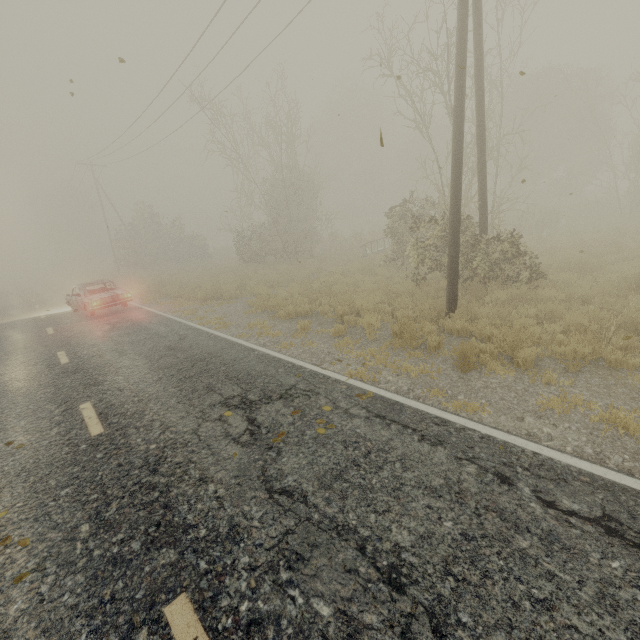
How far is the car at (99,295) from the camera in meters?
13.9 m

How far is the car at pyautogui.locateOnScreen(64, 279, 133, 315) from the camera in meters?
13.9 m

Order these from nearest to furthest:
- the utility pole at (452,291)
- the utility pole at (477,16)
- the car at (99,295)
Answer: the utility pole at (452,291) → the utility pole at (477,16) → the car at (99,295)

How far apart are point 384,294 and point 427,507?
8.3m

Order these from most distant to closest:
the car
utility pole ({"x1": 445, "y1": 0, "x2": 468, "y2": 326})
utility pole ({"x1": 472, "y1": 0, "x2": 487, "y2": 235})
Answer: the car, utility pole ({"x1": 472, "y1": 0, "x2": 487, "y2": 235}), utility pole ({"x1": 445, "y1": 0, "x2": 468, "y2": 326})

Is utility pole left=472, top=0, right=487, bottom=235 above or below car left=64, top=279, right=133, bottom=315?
above

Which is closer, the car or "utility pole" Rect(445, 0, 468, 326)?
"utility pole" Rect(445, 0, 468, 326)
